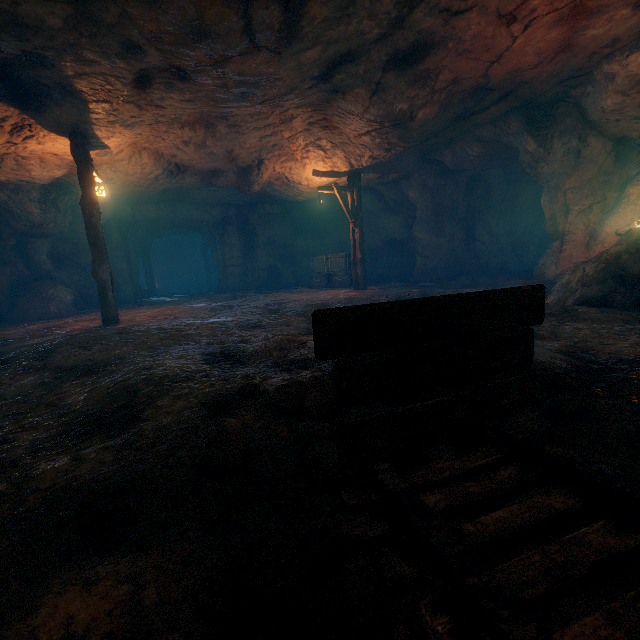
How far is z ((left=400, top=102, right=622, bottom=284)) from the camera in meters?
9.1 m

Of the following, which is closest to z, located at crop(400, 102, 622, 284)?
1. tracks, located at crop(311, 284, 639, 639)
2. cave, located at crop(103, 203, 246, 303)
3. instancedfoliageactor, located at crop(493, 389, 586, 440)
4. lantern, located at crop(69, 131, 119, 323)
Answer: tracks, located at crop(311, 284, 639, 639)

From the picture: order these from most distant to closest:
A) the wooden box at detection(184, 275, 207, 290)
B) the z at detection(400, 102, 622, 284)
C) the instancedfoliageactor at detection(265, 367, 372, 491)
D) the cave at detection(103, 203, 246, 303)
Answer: the wooden box at detection(184, 275, 207, 290) → the cave at detection(103, 203, 246, 303) → the z at detection(400, 102, 622, 284) → the instancedfoliageactor at detection(265, 367, 372, 491)

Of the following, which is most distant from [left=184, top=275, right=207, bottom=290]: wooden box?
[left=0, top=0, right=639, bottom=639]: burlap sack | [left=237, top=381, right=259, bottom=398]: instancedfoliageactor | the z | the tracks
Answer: the tracks

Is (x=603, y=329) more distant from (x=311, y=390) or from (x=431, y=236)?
(x=431, y=236)

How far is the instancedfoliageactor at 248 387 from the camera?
2.2 meters

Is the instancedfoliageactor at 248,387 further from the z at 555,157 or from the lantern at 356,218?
the lantern at 356,218

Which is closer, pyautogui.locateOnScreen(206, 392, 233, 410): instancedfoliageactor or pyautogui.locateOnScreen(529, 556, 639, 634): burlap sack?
pyautogui.locateOnScreen(529, 556, 639, 634): burlap sack
